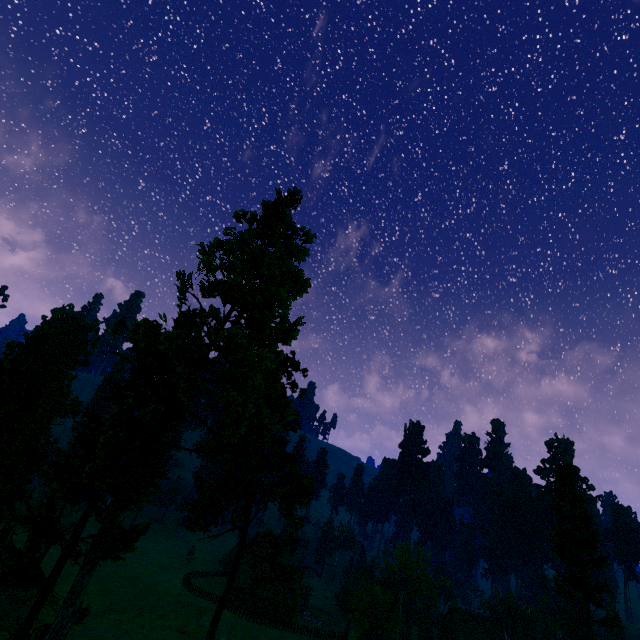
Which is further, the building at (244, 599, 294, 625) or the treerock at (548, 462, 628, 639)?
the building at (244, 599, 294, 625)

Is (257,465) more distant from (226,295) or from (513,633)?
(513,633)

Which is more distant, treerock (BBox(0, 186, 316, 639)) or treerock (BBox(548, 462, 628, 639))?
treerock (BBox(548, 462, 628, 639))

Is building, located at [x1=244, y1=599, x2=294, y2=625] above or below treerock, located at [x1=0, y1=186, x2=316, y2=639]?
below

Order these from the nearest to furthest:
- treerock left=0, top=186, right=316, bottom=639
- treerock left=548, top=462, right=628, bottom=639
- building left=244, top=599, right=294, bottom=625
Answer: treerock left=0, top=186, right=316, bottom=639, treerock left=548, top=462, right=628, bottom=639, building left=244, top=599, right=294, bottom=625

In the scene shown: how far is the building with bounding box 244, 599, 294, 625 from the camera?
59.0m

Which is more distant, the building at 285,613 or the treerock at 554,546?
the building at 285,613

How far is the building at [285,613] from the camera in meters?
59.0 m
